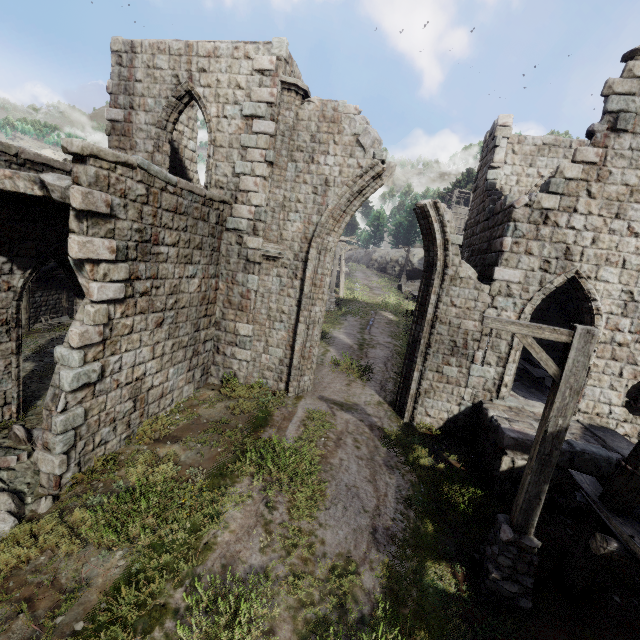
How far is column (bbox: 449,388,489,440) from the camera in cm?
975

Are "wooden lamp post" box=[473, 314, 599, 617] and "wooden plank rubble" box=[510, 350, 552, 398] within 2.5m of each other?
no

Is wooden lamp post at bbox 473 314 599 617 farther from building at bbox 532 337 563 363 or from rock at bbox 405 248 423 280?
rock at bbox 405 248 423 280

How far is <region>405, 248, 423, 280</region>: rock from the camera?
43.19m

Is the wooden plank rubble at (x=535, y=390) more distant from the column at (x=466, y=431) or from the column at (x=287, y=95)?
the column at (x=287, y=95)

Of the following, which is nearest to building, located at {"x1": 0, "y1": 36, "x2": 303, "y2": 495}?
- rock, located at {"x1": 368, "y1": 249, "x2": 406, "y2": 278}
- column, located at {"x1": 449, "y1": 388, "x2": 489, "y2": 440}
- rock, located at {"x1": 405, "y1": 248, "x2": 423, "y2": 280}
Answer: column, located at {"x1": 449, "y1": 388, "x2": 489, "y2": 440}

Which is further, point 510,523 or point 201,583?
point 510,523

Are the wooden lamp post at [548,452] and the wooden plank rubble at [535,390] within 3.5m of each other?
no
